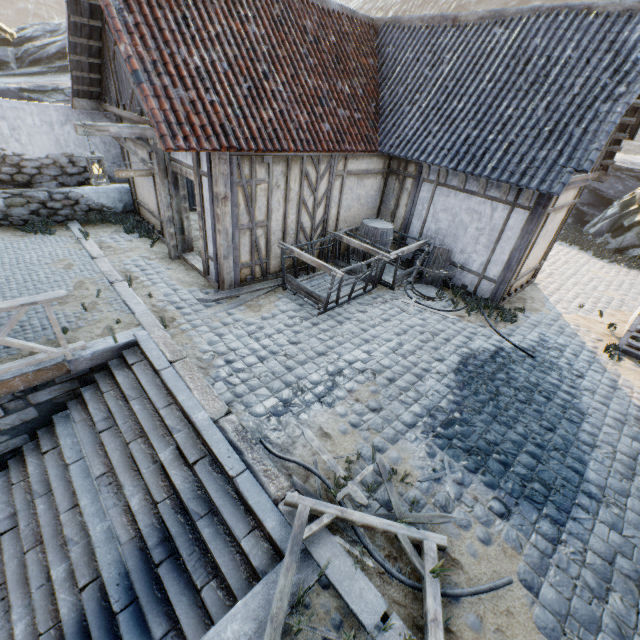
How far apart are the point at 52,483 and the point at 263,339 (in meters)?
3.80

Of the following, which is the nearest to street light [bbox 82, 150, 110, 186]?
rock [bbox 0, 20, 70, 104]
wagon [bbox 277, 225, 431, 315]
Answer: wagon [bbox 277, 225, 431, 315]

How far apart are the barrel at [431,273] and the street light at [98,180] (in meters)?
7.03

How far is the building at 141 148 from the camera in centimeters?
792cm

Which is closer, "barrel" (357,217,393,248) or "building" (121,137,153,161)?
"building" (121,137,153,161)

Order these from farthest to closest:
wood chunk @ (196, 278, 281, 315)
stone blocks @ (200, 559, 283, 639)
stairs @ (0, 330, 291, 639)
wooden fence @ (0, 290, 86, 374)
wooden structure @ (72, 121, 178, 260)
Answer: wood chunk @ (196, 278, 281, 315) → wooden structure @ (72, 121, 178, 260) → wooden fence @ (0, 290, 86, 374) → stairs @ (0, 330, 291, 639) → stone blocks @ (200, 559, 283, 639)

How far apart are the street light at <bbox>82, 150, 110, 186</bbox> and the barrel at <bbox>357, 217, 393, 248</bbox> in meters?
5.9 m

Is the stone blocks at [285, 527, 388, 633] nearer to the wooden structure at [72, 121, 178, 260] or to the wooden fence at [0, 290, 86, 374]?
the wooden fence at [0, 290, 86, 374]
